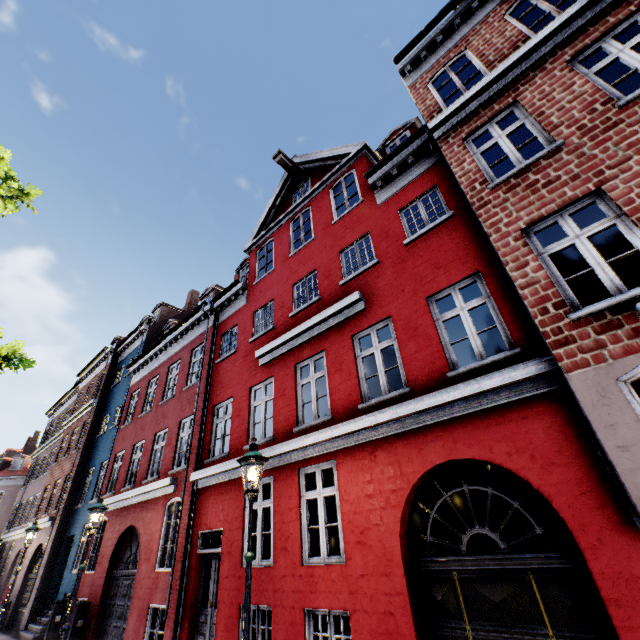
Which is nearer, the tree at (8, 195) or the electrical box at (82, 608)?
the tree at (8, 195)

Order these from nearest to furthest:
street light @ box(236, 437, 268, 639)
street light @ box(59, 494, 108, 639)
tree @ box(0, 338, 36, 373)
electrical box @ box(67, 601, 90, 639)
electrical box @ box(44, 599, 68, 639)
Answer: street light @ box(236, 437, 268, 639) < tree @ box(0, 338, 36, 373) < street light @ box(59, 494, 108, 639) < electrical box @ box(67, 601, 90, 639) < electrical box @ box(44, 599, 68, 639)

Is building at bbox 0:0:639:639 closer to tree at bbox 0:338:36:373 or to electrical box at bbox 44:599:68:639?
electrical box at bbox 44:599:68:639

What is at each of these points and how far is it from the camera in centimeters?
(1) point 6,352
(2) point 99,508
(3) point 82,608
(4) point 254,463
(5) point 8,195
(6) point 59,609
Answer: (1) tree, 642cm
(2) street light, 890cm
(3) electrical box, 1091cm
(4) street light, 518cm
(5) tree, 723cm
(6) electrical box, 1212cm

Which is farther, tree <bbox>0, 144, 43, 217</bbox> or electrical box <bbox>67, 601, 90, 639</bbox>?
electrical box <bbox>67, 601, 90, 639</bbox>

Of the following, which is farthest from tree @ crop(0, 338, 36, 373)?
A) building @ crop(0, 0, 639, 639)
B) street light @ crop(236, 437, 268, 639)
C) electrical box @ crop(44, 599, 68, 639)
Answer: electrical box @ crop(44, 599, 68, 639)

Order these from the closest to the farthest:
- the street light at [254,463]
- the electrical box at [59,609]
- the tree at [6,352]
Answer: the street light at [254,463] → the tree at [6,352] → the electrical box at [59,609]

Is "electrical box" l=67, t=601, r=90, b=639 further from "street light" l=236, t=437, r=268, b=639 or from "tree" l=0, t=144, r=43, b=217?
"street light" l=236, t=437, r=268, b=639
